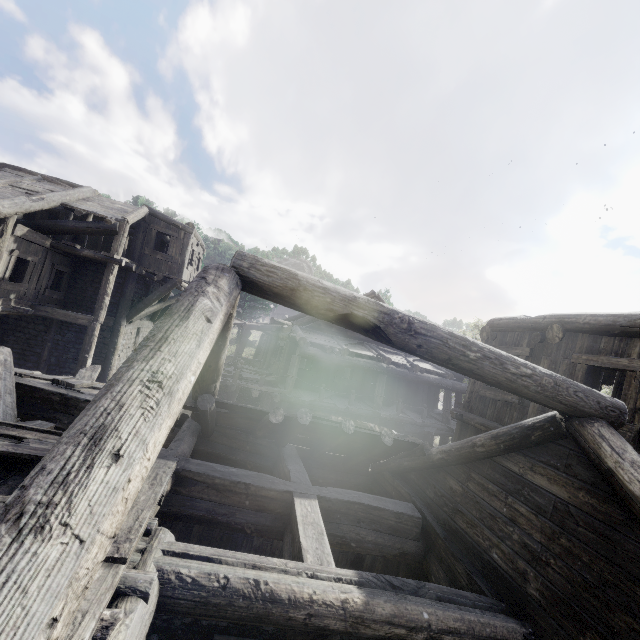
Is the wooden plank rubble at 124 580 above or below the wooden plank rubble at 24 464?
below

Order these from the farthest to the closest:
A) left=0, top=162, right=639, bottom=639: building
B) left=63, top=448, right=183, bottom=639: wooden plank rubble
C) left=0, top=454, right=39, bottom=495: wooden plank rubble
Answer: left=0, top=454, right=39, bottom=495: wooden plank rubble, left=63, top=448, right=183, bottom=639: wooden plank rubble, left=0, top=162, right=639, bottom=639: building

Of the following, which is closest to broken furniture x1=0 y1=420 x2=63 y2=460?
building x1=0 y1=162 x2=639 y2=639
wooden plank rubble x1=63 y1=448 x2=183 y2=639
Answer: wooden plank rubble x1=63 y1=448 x2=183 y2=639

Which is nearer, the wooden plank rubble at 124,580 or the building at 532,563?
the building at 532,563

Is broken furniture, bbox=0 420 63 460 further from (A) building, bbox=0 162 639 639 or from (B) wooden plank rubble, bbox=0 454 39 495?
(A) building, bbox=0 162 639 639

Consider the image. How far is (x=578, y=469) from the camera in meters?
3.8
